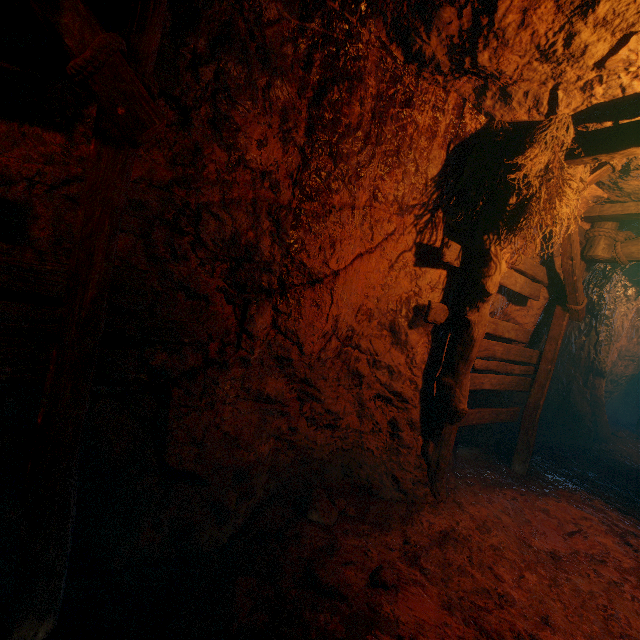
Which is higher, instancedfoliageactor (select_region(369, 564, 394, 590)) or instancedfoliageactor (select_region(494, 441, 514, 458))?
instancedfoliageactor (select_region(369, 564, 394, 590))

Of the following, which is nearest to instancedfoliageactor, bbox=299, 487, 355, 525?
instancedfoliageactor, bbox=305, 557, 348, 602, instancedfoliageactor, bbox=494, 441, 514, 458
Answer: instancedfoliageactor, bbox=305, 557, 348, 602

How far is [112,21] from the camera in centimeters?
148cm

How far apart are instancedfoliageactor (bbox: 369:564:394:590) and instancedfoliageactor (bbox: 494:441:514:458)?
4.59m

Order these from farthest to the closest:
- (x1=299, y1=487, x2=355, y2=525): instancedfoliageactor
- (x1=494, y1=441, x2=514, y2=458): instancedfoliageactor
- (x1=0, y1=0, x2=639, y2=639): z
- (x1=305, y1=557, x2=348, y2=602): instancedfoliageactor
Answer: (x1=494, y1=441, x2=514, y2=458): instancedfoliageactor
(x1=299, y1=487, x2=355, y2=525): instancedfoliageactor
(x1=305, y1=557, x2=348, y2=602): instancedfoliageactor
(x1=0, y1=0, x2=639, y2=639): z

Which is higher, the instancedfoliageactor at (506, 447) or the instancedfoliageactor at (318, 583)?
the instancedfoliageactor at (318, 583)

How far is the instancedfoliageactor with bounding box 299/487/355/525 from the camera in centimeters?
313cm

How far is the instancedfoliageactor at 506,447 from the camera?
6.0m
